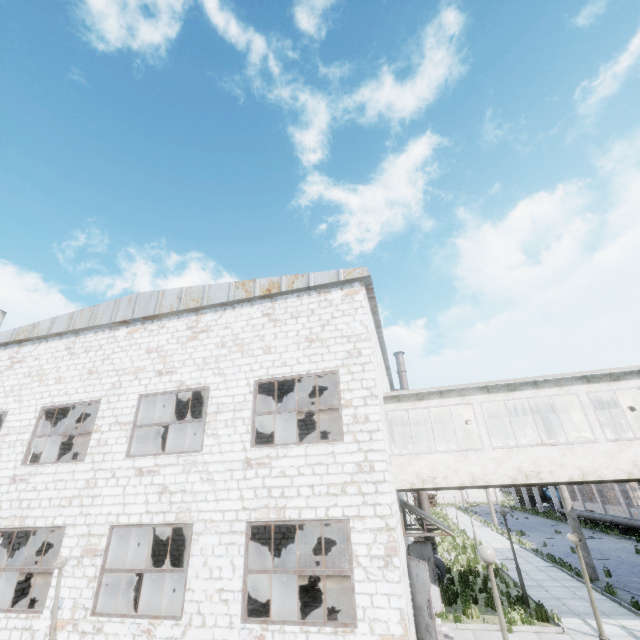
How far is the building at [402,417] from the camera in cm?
1459

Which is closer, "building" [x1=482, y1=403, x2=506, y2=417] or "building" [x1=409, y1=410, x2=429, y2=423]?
"building" [x1=482, y1=403, x2=506, y2=417]

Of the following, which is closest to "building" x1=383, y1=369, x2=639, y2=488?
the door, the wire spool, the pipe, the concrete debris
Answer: the pipe

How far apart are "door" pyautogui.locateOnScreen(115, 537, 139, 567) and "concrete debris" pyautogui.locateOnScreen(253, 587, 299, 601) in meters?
8.2

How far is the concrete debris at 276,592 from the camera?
14.1m

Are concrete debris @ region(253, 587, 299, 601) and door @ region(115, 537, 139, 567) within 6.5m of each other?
no

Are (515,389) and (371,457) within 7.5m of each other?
yes
